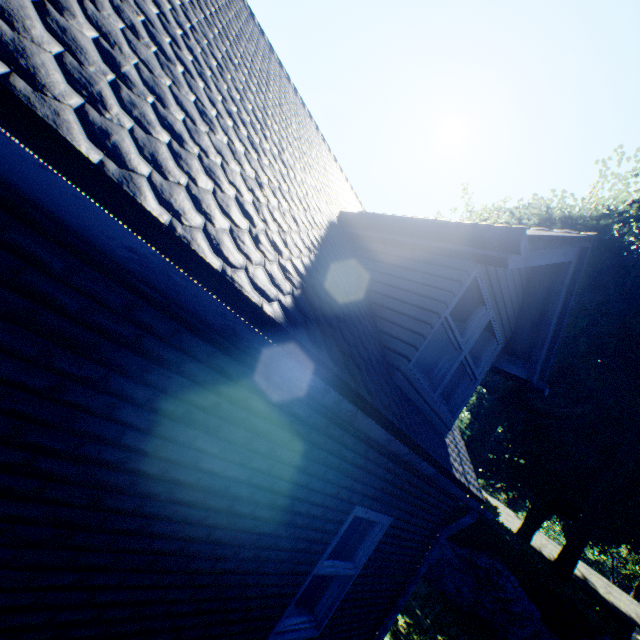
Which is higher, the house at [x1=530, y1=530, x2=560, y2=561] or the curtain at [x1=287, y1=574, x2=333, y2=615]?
the house at [x1=530, y1=530, x2=560, y2=561]

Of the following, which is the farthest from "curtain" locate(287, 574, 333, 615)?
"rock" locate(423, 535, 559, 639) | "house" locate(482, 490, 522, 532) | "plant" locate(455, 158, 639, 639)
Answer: "house" locate(482, 490, 522, 532)

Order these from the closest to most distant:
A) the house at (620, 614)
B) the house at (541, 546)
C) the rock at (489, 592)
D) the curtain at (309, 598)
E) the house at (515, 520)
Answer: the curtain at (309, 598) < the rock at (489, 592) < the house at (620, 614) < the house at (541, 546) < the house at (515, 520)

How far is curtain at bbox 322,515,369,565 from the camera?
3.9m

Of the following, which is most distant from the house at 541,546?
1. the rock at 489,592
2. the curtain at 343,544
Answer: the curtain at 343,544

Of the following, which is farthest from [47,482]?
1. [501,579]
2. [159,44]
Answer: [501,579]

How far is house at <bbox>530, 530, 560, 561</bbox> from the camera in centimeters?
3975cm

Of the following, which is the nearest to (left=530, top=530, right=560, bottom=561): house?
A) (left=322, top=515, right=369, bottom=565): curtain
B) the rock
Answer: the rock
